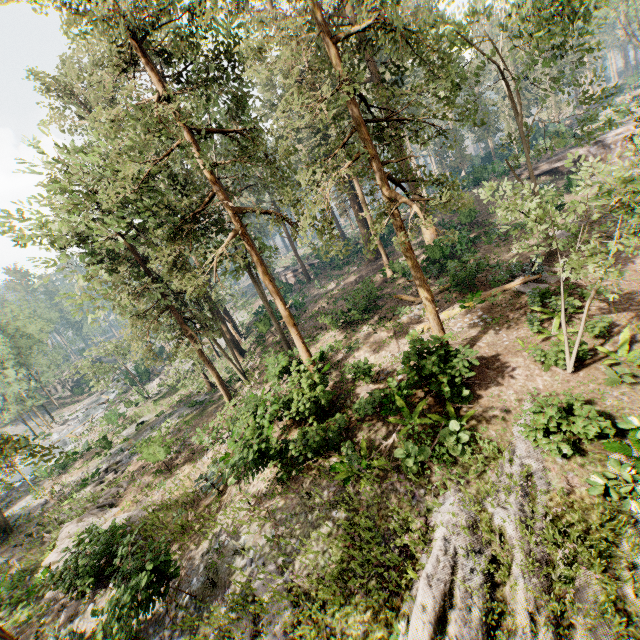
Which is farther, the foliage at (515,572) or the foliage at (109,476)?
the foliage at (109,476)

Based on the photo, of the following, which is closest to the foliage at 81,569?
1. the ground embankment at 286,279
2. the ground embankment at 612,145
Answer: the ground embankment at 286,279

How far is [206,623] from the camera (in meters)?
10.38

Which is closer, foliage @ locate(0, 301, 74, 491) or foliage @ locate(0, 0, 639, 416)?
foliage @ locate(0, 301, 74, 491)

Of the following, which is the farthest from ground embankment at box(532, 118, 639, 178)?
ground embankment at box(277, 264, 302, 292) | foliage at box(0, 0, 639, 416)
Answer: ground embankment at box(277, 264, 302, 292)

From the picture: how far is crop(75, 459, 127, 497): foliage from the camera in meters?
23.4 m
